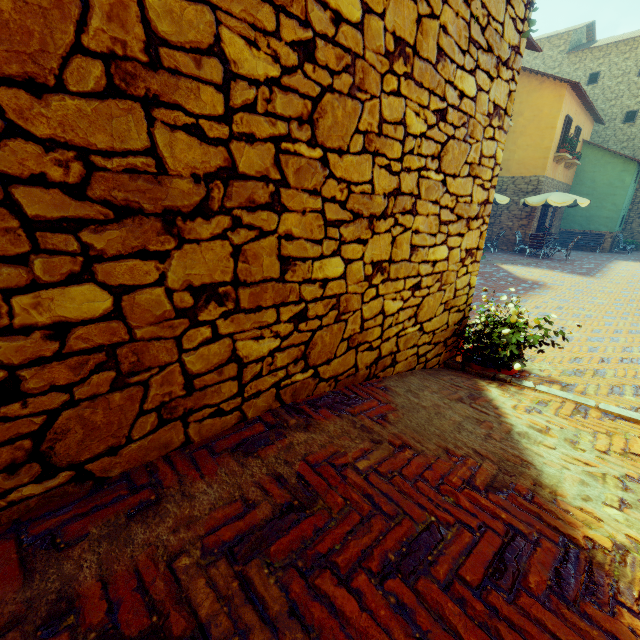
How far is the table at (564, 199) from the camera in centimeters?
1355cm

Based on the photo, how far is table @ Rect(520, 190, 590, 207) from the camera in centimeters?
1355cm

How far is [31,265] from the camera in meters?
1.0 m
